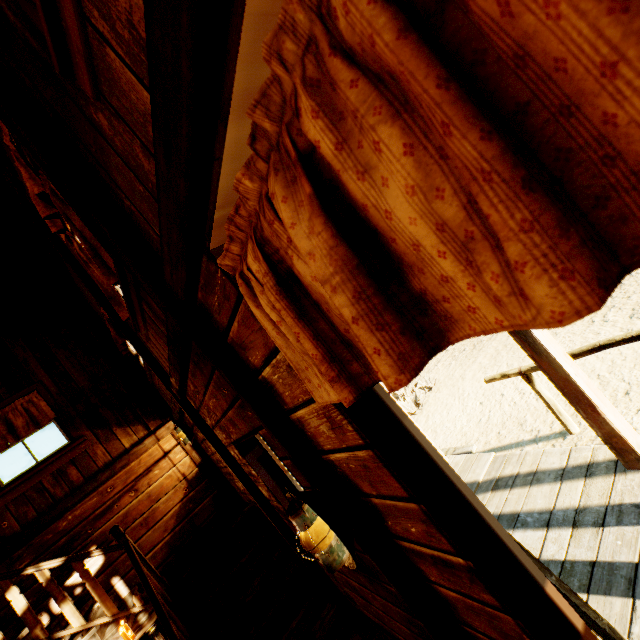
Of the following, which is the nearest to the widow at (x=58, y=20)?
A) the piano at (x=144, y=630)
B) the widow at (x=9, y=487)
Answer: the piano at (x=144, y=630)

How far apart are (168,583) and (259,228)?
4.9m

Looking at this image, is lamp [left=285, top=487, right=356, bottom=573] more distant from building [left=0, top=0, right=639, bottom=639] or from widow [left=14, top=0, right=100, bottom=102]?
widow [left=14, top=0, right=100, bottom=102]

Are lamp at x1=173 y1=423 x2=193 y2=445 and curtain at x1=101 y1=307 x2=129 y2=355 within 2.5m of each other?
yes

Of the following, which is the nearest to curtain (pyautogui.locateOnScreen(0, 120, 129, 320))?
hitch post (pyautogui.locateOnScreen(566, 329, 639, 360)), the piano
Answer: the piano

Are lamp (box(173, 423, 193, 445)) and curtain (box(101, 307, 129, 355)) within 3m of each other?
yes

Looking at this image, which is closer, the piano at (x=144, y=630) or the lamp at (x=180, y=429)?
the piano at (x=144, y=630)

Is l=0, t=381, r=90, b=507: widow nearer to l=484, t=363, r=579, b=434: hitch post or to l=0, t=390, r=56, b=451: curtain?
l=0, t=390, r=56, b=451: curtain
